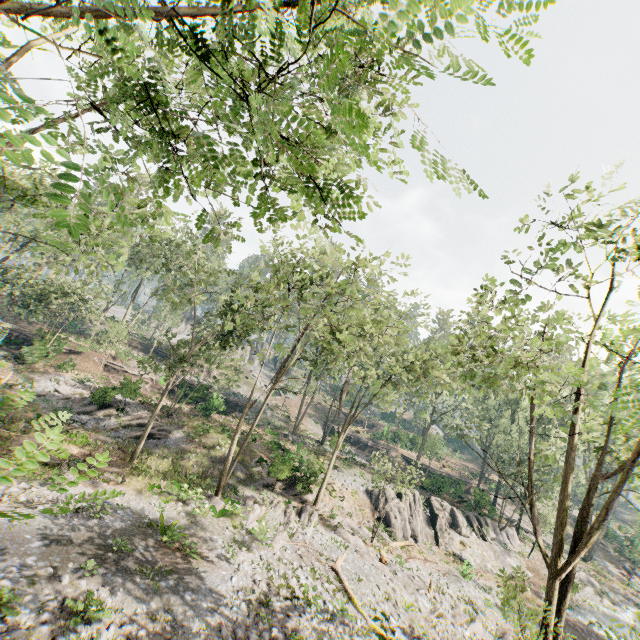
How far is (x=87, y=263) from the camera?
33.8m

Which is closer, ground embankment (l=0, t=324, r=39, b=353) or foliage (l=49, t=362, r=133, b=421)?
foliage (l=49, t=362, r=133, b=421)

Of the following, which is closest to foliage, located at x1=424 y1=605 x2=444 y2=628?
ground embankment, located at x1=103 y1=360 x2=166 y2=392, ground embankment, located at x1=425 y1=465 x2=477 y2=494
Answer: ground embankment, located at x1=425 y1=465 x2=477 y2=494

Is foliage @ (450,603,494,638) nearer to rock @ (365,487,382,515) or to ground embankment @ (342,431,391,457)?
rock @ (365,487,382,515)

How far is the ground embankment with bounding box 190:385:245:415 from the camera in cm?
3562

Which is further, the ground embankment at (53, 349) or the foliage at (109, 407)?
the ground embankment at (53, 349)

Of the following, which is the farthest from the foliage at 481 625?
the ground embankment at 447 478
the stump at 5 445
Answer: the stump at 5 445

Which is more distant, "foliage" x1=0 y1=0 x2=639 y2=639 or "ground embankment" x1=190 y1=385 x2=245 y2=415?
"ground embankment" x1=190 y1=385 x2=245 y2=415
